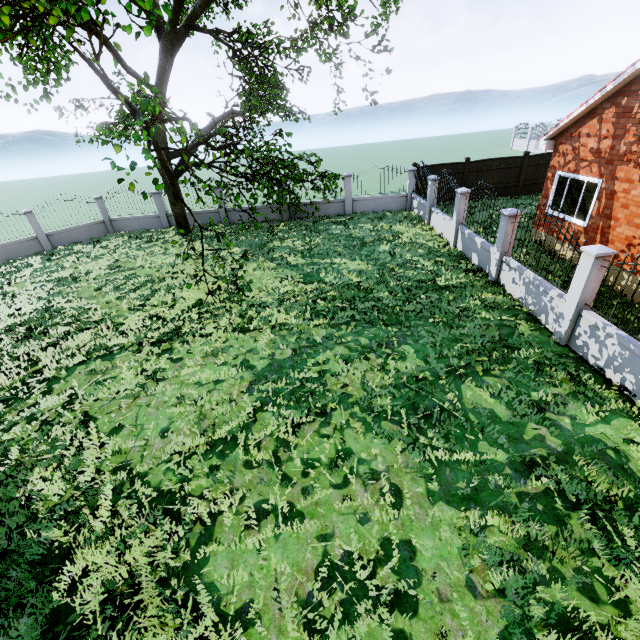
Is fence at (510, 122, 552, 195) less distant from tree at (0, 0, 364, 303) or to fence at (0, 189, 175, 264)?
fence at (0, 189, 175, 264)

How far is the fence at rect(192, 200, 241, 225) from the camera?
19.5 meters

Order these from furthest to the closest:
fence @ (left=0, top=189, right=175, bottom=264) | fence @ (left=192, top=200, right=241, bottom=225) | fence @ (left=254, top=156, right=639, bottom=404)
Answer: fence @ (left=192, top=200, right=241, bottom=225)
fence @ (left=0, top=189, right=175, bottom=264)
fence @ (left=254, top=156, right=639, bottom=404)

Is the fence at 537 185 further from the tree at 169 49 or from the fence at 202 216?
the tree at 169 49

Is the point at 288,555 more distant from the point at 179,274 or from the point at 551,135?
the point at 551,135

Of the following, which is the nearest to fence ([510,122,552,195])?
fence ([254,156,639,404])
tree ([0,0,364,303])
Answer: fence ([254,156,639,404])
